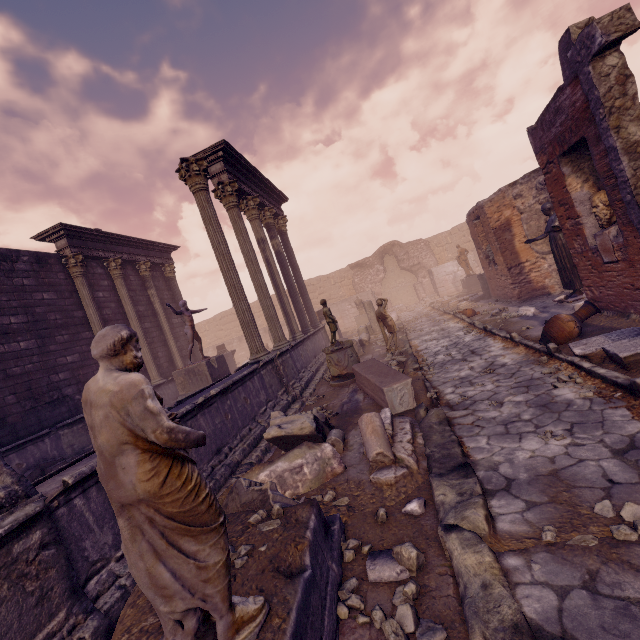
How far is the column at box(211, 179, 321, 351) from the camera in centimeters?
1018cm

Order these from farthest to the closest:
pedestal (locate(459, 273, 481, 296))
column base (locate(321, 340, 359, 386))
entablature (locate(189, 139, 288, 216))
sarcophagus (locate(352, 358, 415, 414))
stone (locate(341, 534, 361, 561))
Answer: pedestal (locate(459, 273, 481, 296))
entablature (locate(189, 139, 288, 216))
column base (locate(321, 340, 359, 386))
sarcophagus (locate(352, 358, 415, 414))
stone (locate(341, 534, 361, 561))

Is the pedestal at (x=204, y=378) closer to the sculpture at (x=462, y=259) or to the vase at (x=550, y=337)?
the vase at (x=550, y=337)

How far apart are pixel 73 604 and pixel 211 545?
2.1m

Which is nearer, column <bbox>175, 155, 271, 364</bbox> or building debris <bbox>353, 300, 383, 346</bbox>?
column <bbox>175, 155, 271, 364</bbox>

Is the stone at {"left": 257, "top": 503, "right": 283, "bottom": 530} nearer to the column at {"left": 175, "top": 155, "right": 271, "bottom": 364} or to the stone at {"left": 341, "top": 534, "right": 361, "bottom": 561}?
the stone at {"left": 341, "top": 534, "right": 361, "bottom": 561}

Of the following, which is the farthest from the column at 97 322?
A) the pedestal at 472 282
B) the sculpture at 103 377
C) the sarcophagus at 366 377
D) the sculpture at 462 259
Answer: the sculpture at 462 259

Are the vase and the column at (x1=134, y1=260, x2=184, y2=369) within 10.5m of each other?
no
